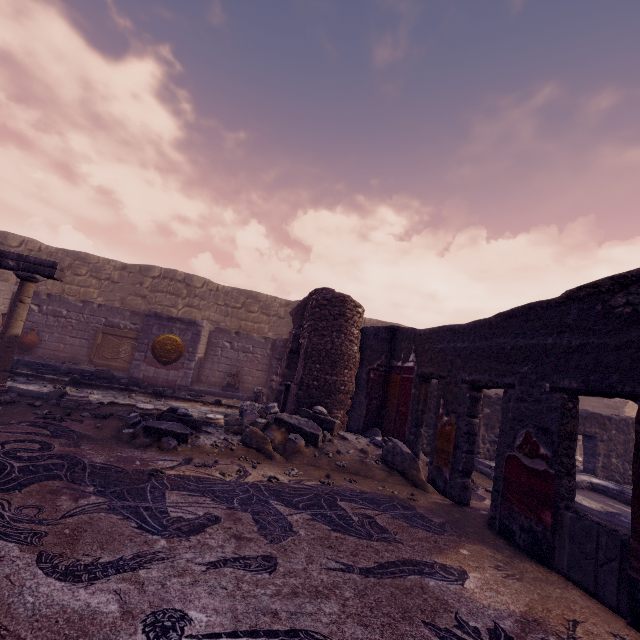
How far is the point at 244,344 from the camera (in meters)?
13.23

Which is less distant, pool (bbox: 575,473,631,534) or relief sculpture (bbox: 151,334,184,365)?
pool (bbox: 575,473,631,534)

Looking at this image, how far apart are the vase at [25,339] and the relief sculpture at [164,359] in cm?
433

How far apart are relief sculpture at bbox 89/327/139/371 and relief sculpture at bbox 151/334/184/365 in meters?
1.7 m

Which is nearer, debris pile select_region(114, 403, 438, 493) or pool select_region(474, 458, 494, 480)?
debris pile select_region(114, 403, 438, 493)

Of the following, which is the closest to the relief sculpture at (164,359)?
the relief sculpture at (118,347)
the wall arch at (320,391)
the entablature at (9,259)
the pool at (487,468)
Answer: the relief sculpture at (118,347)

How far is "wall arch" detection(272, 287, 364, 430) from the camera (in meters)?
6.93

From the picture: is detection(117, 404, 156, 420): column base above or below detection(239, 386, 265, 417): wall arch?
below
